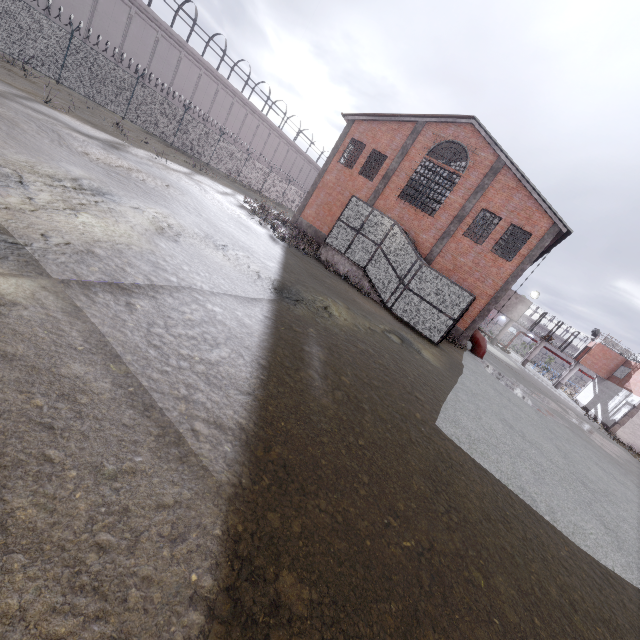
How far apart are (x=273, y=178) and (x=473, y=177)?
23.9 meters
